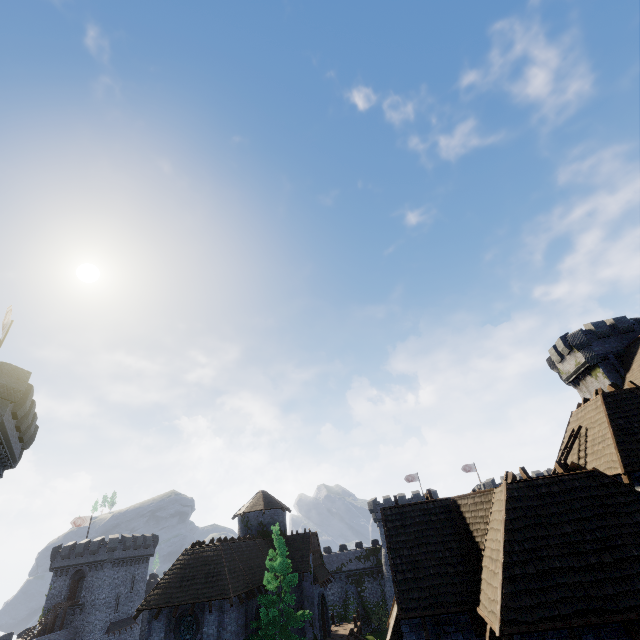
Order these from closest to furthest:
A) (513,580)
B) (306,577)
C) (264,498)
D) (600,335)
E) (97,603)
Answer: (513,580), (306,577), (600,335), (264,498), (97,603)

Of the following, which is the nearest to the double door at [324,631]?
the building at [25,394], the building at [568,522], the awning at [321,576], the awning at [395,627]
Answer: the awning at [321,576]

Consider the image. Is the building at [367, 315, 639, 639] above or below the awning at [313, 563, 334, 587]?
above

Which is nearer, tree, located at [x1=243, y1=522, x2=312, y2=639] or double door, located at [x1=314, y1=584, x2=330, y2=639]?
tree, located at [x1=243, y1=522, x2=312, y2=639]

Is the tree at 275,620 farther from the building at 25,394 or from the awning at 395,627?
the building at 25,394

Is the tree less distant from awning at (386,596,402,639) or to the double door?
the double door

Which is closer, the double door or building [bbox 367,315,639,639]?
building [bbox 367,315,639,639]

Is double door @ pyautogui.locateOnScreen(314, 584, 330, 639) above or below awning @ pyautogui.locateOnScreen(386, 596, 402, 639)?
below
